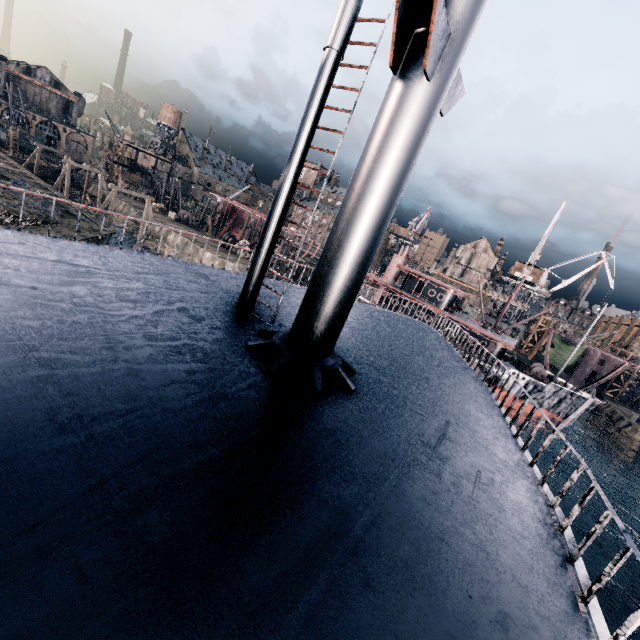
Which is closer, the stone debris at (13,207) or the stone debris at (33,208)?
the stone debris at (13,207)

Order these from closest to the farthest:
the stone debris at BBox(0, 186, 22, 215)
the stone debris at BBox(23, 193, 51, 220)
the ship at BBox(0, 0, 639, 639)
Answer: the ship at BBox(0, 0, 639, 639) → the stone debris at BBox(0, 186, 22, 215) → the stone debris at BBox(23, 193, 51, 220)

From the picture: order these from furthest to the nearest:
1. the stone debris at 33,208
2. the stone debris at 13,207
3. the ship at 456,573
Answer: the stone debris at 33,208, the stone debris at 13,207, the ship at 456,573

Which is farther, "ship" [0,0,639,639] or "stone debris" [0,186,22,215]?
"stone debris" [0,186,22,215]

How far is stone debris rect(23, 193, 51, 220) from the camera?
30.1 meters

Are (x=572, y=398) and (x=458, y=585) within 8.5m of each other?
no

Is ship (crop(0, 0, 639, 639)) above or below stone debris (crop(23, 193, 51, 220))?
above
